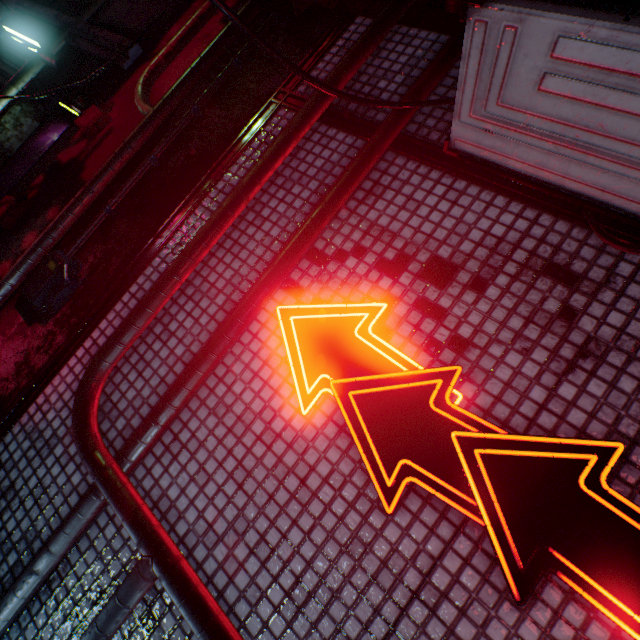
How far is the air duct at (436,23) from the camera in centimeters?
197cm

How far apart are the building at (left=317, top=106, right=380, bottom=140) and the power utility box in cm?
23

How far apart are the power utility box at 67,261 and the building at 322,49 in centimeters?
23cm

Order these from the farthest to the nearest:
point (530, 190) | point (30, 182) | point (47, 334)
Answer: point (30, 182)
point (47, 334)
point (530, 190)

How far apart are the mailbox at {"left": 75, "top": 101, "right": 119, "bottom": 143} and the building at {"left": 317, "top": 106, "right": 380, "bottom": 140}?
1.13m

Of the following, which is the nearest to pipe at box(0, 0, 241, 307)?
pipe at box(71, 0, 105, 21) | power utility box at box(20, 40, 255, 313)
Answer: power utility box at box(20, 40, 255, 313)

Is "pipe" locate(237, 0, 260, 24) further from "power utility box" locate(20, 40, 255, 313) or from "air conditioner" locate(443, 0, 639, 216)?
"air conditioner" locate(443, 0, 639, 216)

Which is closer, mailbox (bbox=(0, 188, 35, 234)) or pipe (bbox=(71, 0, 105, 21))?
mailbox (bbox=(0, 188, 35, 234))
